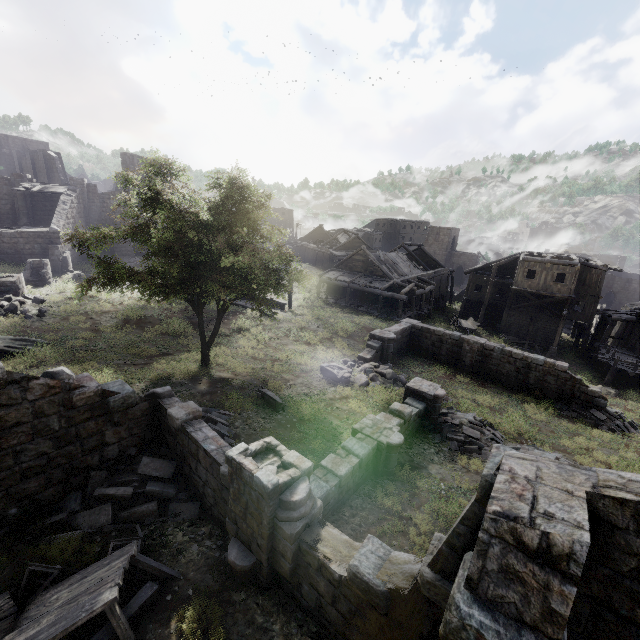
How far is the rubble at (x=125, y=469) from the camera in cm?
766

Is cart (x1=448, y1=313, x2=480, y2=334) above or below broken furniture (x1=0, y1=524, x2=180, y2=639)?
below

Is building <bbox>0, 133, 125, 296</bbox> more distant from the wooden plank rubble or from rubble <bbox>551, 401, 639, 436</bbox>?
rubble <bbox>551, 401, 639, 436</bbox>

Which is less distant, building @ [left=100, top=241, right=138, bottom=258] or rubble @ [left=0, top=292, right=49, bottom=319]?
rubble @ [left=0, top=292, right=49, bottom=319]

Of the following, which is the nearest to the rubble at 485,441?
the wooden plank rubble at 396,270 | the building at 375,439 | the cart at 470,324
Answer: the building at 375,439

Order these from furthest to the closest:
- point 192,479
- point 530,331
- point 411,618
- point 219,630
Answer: point 530,331, point 192,479, point 219,630, point 411,618

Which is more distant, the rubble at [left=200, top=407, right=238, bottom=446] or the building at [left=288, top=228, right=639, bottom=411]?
the building at [left=288, top=228, right=639, bottom=411]

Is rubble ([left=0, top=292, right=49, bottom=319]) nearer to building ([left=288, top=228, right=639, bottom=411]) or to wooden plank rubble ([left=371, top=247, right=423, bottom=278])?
building ([left=288, top=228, right=639, bottom=411])
